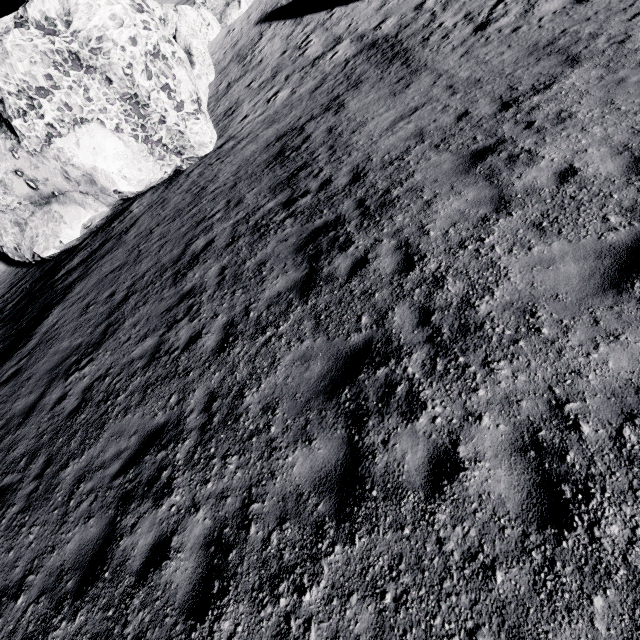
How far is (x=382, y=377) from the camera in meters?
4.8 m
